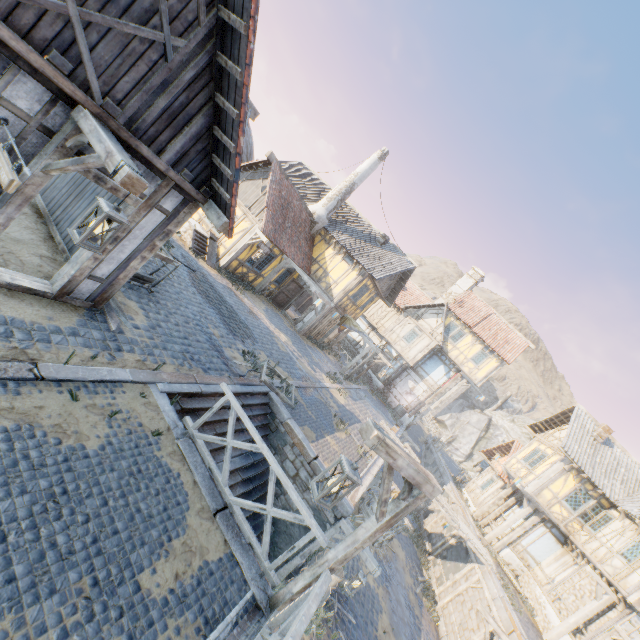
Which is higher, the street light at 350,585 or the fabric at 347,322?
the fabric at 347,322

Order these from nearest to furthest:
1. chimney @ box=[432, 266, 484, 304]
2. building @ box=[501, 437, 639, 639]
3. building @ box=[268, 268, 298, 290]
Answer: building @ box=[501, 437, 639, 639]
building @ box=[268, 268, 298, 290]
chimney @ box=[432, 266, 484, 304]

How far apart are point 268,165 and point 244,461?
13.98m

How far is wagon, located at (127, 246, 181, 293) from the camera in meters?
8.0 m

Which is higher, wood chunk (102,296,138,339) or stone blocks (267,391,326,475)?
wood chunk (102,296,138,339)

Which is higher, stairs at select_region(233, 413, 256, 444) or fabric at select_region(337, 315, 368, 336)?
fabric at select_region(337, 315, 368, 336)

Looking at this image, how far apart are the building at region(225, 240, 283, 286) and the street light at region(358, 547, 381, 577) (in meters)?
12.23

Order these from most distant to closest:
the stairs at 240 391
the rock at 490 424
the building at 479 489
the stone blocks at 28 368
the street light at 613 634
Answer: the rock at 490 424 → the building at 479 489 → the street light at 613 634 → the stairs at 240 391 → the stone blocks at 28 368
